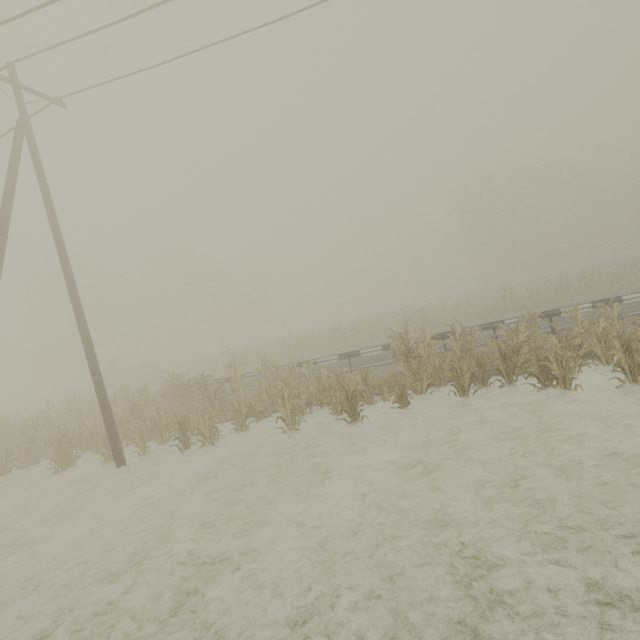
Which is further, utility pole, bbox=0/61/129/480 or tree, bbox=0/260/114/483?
tree, bbox=0/260/114/483

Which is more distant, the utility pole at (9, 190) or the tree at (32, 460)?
the tree at (32, 460)

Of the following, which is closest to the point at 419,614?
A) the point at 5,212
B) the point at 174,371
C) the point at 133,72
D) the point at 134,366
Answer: the point at 5,212

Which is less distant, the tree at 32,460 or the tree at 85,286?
the tree at 85,286

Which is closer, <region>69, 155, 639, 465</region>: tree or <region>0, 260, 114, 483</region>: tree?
<region>69, 155, 639, 465</region>: tree
